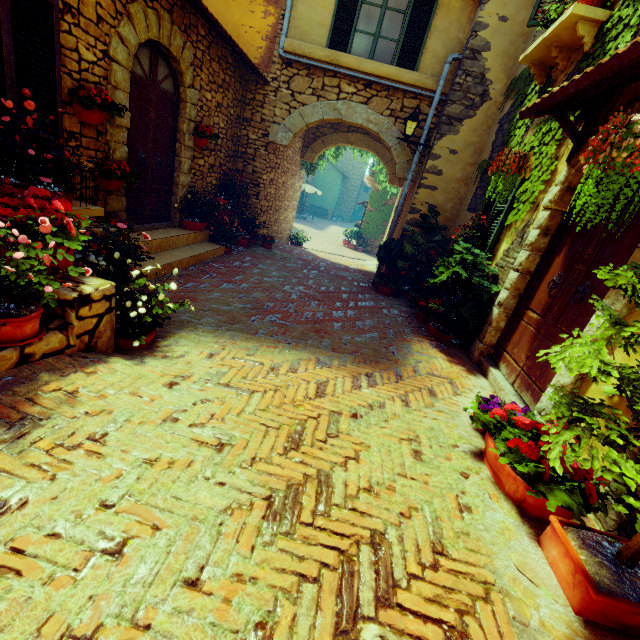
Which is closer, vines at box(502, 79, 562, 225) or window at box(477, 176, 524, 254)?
vines at box(502, 79, 562, 225)

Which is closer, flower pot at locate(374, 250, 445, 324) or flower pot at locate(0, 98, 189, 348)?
flower pot at locate(0, 98, 189, 348)

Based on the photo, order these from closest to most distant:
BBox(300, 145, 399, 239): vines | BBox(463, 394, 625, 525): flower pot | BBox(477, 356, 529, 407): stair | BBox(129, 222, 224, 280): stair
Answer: BBox(463, 394, 625, 525): flower pot, BBox(477, 356, 529, 407): stair, BBox(129, 222, 224, 280): stair, BBox(300, 145, 399, 239): vines

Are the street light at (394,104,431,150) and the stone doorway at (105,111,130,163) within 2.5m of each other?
no

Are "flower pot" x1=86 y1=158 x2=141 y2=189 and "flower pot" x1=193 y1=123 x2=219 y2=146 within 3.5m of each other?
yes

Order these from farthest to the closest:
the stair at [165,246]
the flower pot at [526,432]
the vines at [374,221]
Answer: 1. the vines at [374,221]
2. the stair at [165,246]
3. the flower pot at [526,432]

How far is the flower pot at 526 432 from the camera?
1.97m

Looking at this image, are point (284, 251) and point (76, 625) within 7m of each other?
no
